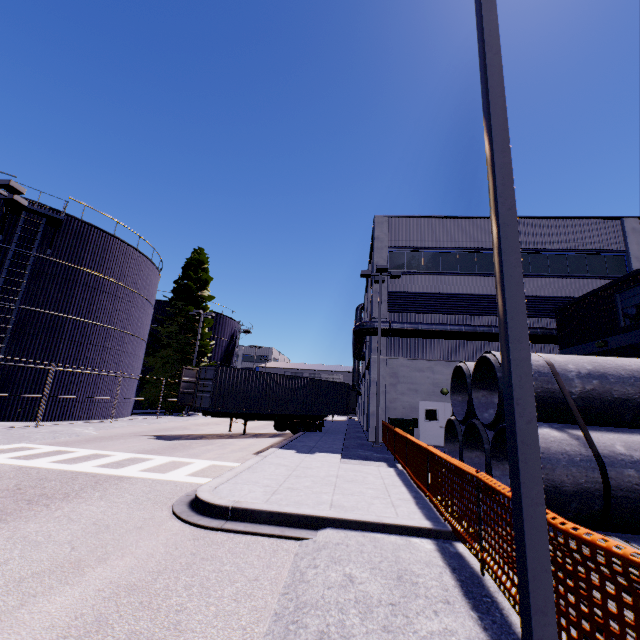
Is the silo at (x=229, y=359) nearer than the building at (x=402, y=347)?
No

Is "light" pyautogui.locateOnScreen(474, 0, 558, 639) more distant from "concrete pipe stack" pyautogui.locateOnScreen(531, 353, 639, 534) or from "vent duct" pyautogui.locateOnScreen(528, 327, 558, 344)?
"vent duct" pyautogui.locateOnScreen(528, 327, 558, 344)

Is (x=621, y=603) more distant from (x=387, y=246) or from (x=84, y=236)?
(x=84, y=236)

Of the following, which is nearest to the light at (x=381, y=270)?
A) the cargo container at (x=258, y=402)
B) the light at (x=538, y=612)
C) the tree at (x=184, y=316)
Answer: the cargo container at (x=258, y=402)

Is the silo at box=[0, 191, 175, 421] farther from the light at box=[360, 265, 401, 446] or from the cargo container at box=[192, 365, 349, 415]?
the light at box=[360, 265, 401, 446]

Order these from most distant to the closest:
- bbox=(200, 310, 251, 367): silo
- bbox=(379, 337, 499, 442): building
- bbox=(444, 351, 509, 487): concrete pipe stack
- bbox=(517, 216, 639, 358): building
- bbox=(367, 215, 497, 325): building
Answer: bbox=(200, 310, 251, 367): silo → bbox=(367, 215, 497, 325): building → bbox=(379, 337, 499, 442): building → bbox=(517, 216, 639, 358): building → bbox=(444, 351, 509, 487): concrete pipe stack

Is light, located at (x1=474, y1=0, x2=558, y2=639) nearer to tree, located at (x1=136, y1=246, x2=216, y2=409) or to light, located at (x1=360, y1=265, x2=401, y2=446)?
tree, located at (x1=136, y1=246, x2=216, y2=409)

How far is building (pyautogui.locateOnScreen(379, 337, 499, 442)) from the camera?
19.39m
